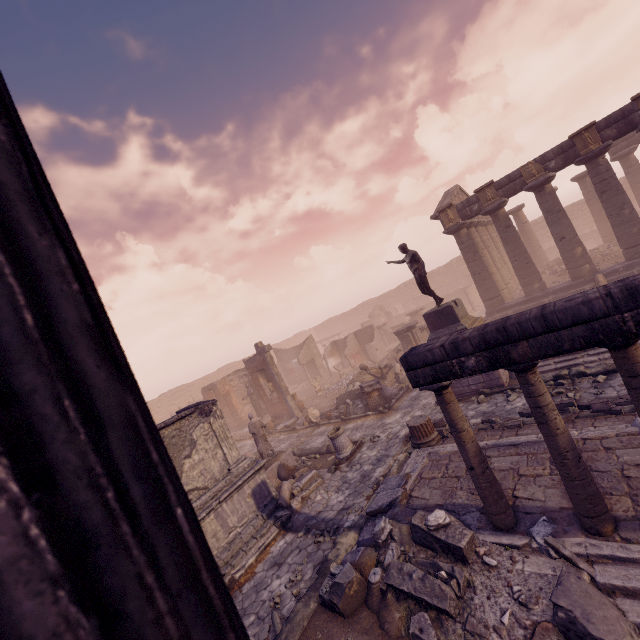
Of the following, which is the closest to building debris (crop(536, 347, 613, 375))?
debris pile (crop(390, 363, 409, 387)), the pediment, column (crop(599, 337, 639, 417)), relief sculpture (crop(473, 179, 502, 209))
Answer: debris pile (crop(390, 363, 409, 387))

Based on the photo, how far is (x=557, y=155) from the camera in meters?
15.5

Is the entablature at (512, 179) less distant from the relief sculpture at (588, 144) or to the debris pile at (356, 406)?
the relief sculpture at (588, 144)

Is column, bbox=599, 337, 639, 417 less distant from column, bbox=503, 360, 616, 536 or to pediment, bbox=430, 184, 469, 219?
column, bbox=503, 360, 616, 536

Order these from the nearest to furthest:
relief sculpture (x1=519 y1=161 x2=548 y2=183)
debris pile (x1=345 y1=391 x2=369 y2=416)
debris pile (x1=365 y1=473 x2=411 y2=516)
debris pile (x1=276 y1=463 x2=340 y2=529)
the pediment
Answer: debris pile (x1=365 y1=473 x2=411 y2=516) → debris pile (x1=276 y1=463 x2=340 y2=529) → debris pile (x1=345 y1=391 x2=369 y2=416) → relief sculpture (x1=519 y1=161 x2=548 y2=183) → the pediment

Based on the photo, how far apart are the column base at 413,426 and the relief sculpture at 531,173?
13.9 meters

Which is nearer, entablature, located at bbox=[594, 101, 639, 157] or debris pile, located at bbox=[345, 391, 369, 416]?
entablature, located at bbox=[594, 101, 639, 157]

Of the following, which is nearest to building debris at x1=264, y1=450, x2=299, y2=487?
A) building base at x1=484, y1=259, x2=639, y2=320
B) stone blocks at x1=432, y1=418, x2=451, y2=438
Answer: stone blocks at x1=432, y1=418, x2=451, y2=438
